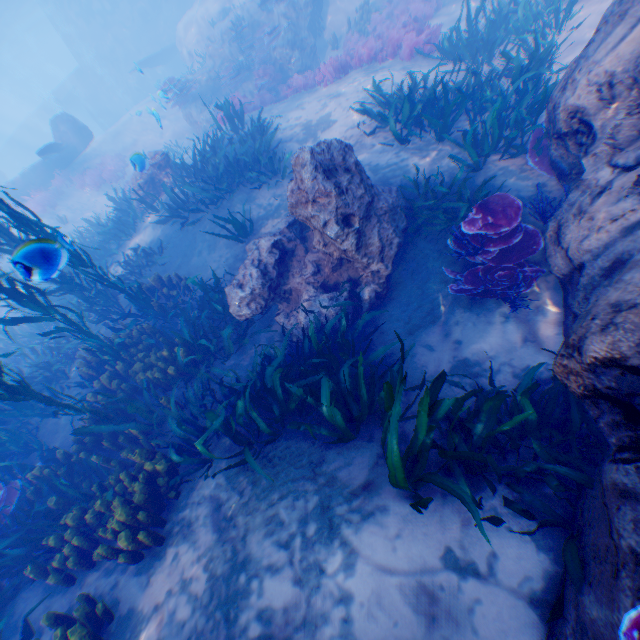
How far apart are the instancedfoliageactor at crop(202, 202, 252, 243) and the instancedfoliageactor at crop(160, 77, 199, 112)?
12.21m

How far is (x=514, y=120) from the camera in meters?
5.9

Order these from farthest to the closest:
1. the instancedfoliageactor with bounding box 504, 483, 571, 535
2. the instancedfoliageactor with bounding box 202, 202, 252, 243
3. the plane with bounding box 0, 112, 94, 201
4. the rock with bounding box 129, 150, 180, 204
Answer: the plane with bounding box 0, 112, 94, 201, the rock with bounding box 129, 150, 180, 204, the instancedfoliageactor with bounding box 202, 202, 252, 243, the instancedfoliageactor with bounding box 504, 483, 571, 535

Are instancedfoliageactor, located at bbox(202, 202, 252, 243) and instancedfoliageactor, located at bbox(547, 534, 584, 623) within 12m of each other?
yes

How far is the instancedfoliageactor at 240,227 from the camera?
7.5 meters

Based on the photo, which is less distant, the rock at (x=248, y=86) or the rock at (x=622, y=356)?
the rock at (x=622, y=356)

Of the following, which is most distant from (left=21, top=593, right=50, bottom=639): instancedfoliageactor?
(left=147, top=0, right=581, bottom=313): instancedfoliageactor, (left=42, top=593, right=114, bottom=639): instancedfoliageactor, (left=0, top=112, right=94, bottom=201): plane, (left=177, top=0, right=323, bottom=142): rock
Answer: (left=0, top=112, right=94, bottom=201): plane

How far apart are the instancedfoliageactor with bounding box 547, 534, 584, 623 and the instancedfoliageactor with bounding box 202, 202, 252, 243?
7.27m
